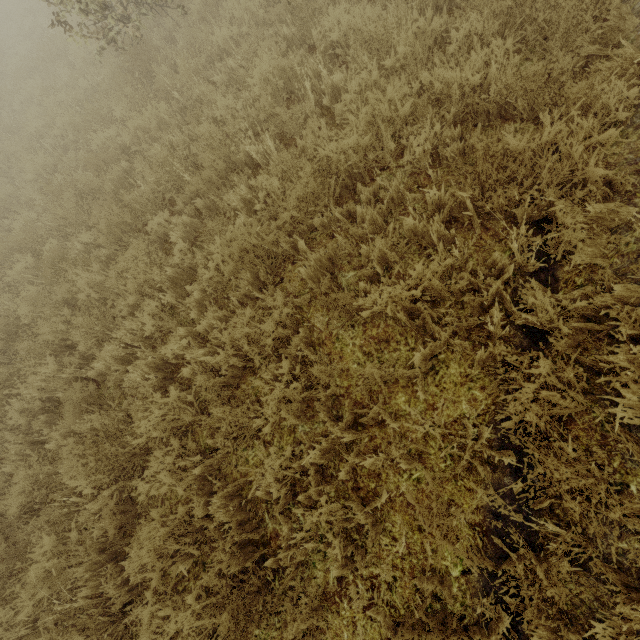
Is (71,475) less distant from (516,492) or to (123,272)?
(123,272)
